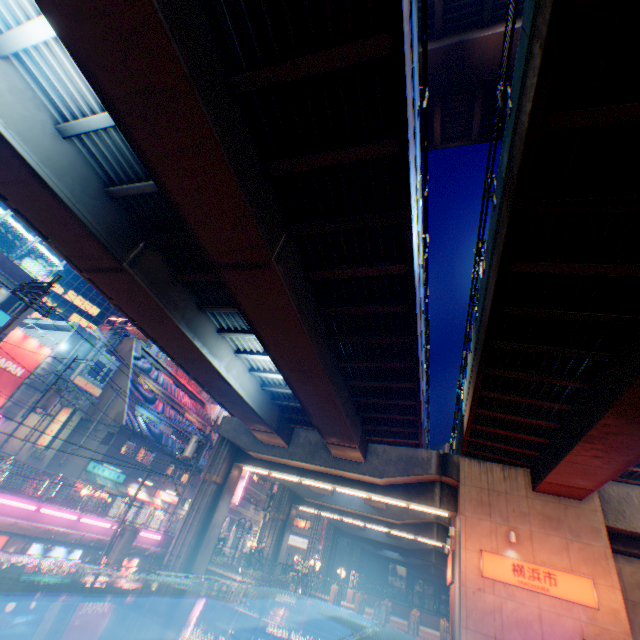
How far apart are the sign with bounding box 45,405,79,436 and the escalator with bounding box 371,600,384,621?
25.30m

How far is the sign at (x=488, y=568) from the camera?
14.1m

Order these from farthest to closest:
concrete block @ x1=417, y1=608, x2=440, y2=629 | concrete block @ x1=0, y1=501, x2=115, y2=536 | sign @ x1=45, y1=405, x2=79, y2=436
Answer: concrete block @ x1=417, y1=608, x2=440, y2=629
sign @ x1=45, y1=405, x2=79, y2=436
concrete block @ x1=0, y1=501, x2=115, y2=536

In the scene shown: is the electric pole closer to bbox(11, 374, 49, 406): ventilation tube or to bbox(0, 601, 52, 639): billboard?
bbox(11, 374, 49, 406): ventilation tube

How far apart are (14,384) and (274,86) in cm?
2921

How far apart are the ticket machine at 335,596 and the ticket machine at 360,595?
1.2m

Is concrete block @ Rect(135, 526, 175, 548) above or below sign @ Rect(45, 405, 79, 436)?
below

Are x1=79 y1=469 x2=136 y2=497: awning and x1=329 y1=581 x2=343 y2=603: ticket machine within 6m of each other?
no
